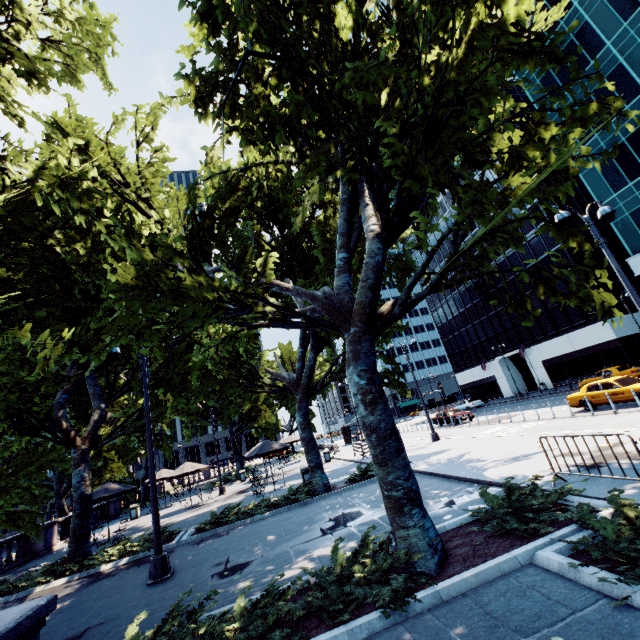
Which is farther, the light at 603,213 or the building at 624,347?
the building at 624,347

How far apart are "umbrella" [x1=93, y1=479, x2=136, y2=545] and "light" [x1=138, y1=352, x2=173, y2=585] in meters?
10.2 m

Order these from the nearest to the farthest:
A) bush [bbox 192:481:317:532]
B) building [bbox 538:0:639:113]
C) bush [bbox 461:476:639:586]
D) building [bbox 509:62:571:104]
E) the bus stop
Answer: bush [bbox 461:476:639:586], bush [bbox 192:481:317:532], building [bbox 538:0:639:113], building [bbox 509:62:571:104], the bus stop

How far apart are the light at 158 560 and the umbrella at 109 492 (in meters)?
10.22

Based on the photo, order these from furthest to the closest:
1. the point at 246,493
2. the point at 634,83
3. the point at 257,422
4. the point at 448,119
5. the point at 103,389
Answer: the point at 257,422, the point at 634,83, the point at 246,493, the point at 103,389, the point at 448,119

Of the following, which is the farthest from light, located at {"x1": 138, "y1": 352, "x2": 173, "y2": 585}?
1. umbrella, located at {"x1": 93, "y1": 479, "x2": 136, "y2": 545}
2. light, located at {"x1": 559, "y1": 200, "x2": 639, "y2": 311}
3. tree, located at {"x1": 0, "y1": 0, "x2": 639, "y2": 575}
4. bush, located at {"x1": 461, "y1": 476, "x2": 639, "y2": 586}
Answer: light, located at {"x1": 559, "y1": 200, "x2": 639, "y2": 311}

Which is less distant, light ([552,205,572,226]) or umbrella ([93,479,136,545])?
light ([552,205,572,226])

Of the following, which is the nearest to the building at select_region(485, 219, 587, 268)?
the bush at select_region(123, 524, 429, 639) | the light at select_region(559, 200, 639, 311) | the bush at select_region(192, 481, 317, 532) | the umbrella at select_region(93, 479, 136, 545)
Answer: the light at select_region(559, 200, 639, 311)
